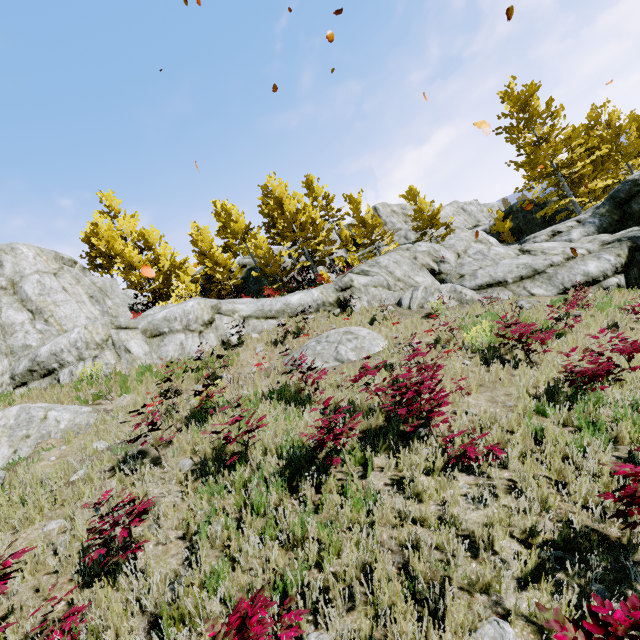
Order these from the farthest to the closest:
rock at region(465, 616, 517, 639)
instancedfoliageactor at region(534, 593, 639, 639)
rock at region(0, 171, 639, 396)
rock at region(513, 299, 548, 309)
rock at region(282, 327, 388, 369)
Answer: rock at region(0, 171, 639, 396)
rock at region(513, 299, 548, 309)
rock at region(282, 327, 388, 369)
rock at region(465, 616, 517, 639)
instancedfoliageactor at region(534, 593, 639, 639)

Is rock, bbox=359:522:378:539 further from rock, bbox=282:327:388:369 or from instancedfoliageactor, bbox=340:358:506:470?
rock, bbox=282:327:388:369

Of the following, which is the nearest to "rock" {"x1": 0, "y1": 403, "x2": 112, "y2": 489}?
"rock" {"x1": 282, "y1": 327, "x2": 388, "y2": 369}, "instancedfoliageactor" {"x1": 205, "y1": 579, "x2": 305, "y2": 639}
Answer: "instancedfoliageactor" {"x1": 205, "y1": 579, "x2": 305, "y2": 639}

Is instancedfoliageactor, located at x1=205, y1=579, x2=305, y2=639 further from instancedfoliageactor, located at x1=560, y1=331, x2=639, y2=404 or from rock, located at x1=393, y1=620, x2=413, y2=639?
instancedfoliageactor, located at x1=560, y1=331, x2=639, y2=404

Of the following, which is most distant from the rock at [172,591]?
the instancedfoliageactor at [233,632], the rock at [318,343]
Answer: the rock at [318,343]

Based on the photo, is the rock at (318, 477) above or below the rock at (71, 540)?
below

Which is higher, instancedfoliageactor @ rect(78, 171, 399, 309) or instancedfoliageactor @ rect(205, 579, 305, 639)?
instancedfoliageactor @ rect(78, 171, 399, 309)

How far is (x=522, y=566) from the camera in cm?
298
